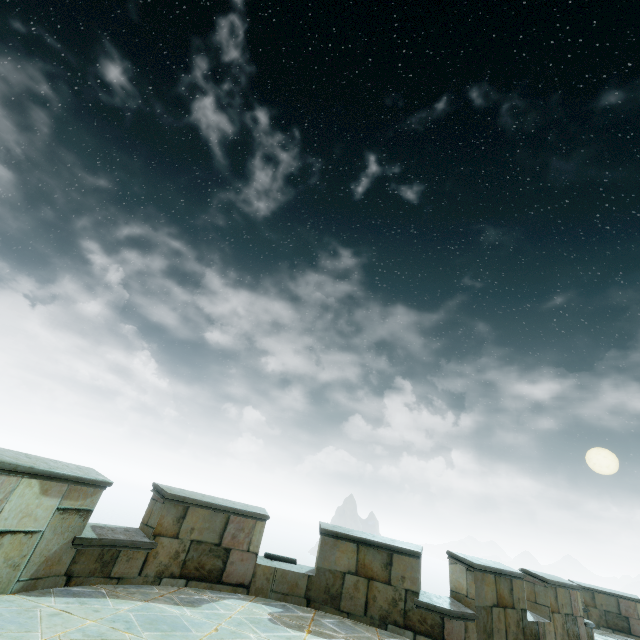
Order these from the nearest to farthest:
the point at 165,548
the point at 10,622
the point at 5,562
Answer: the point at 10,622
the point at 5,562
the point at 165,548
